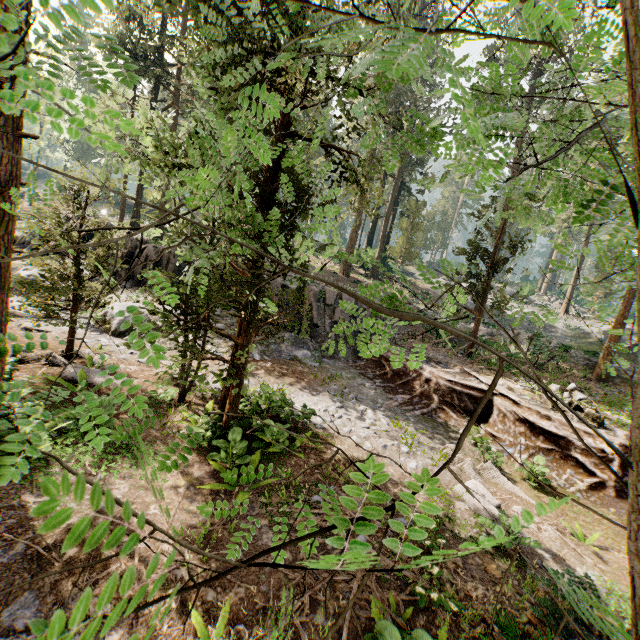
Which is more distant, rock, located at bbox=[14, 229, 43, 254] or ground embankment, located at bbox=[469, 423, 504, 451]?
rock, located at bbox=[14, 229, 43, 254]

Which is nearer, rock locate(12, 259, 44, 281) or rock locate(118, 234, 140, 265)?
rock locate(12, 259, 44, 281)

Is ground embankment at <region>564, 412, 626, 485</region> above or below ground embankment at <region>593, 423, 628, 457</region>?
below

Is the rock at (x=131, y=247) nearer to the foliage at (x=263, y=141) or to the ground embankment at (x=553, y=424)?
the ground embankment at (x=553, y=424)

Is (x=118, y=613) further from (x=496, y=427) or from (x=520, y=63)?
(x=520, y=63)

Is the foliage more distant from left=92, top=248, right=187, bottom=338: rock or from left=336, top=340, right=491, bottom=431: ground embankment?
left=92, top=248, right=187, bottom=338: rock

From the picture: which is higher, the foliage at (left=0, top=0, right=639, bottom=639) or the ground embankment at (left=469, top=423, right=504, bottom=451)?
the foliage at (left=0, top=0, right=639, bottom=639)

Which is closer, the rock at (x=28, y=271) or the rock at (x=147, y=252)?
the rock at (x=28, y=271)
